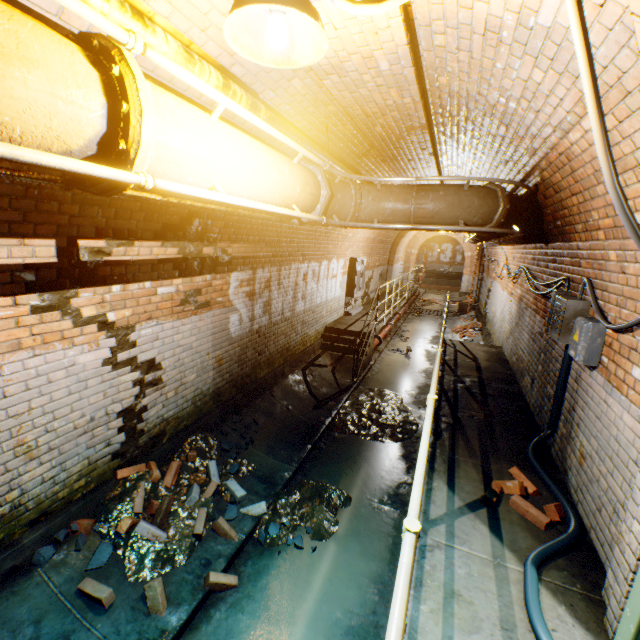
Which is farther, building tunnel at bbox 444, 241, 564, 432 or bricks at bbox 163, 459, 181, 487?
building tunnel at bbox 444, 241, 564, 432

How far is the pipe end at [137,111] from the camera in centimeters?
122cm

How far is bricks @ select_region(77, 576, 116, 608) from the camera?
2.68m

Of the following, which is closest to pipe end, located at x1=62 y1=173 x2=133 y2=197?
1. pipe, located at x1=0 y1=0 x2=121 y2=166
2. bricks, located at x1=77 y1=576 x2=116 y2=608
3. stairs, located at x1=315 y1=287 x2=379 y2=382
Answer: pipe, located at x1=0 y1=0 x2=121 y2=166

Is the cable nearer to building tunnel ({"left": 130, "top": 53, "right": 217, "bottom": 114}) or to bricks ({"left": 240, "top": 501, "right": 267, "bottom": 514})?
building tunnel ({"left": 130, "top": 53, "right": 217, "bottom": 114})

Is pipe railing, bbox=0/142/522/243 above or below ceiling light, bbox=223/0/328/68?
below

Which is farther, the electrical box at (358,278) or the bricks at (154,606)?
the electrical box at (358,278)

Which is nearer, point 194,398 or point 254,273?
point 194,398
